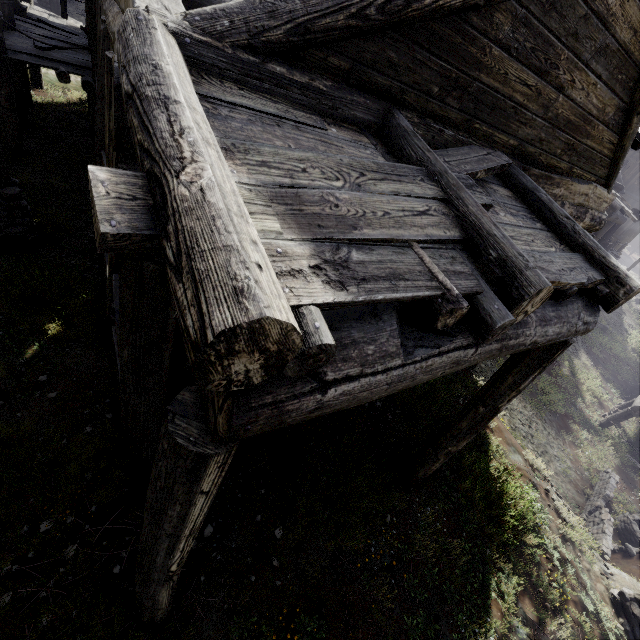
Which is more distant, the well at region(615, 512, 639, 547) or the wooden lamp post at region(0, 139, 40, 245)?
the well at region(615, 512, 639, 547)

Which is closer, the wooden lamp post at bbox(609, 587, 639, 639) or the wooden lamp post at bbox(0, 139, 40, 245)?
the wooden lamp post at bbox(609, 587, 639, 639)

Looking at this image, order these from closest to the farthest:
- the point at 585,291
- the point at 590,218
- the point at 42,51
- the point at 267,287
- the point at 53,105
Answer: the point at 267,287 → the point at 585,291 → the point at 590,218 → the point at 42,51 → the point at 53,105

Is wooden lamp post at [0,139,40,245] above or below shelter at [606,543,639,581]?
above

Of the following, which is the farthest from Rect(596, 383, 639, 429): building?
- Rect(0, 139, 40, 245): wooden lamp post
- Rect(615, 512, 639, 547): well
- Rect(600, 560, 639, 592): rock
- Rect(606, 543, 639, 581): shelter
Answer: Rect(600, 560, 639, 592): rock

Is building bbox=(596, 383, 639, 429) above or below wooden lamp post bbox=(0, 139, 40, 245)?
below

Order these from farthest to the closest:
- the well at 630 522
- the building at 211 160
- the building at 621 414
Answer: the building at 621 414, the well at 630 522, the building at 211 160

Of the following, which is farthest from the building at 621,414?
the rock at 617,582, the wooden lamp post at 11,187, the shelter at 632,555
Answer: the rock at 617,582
